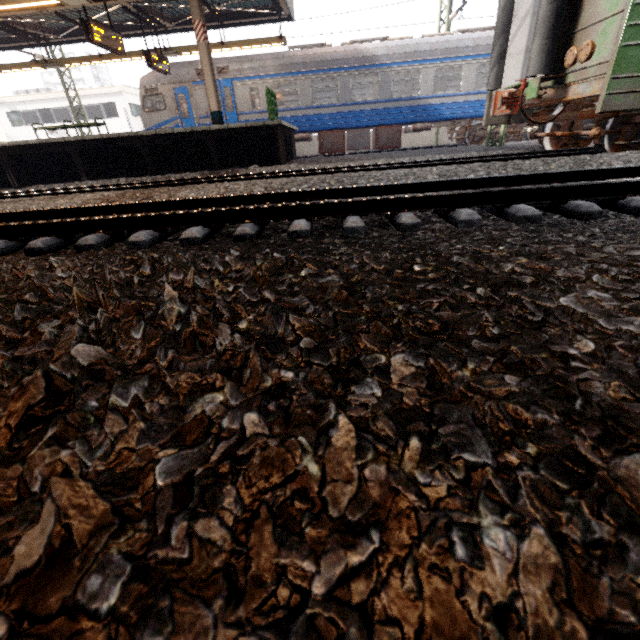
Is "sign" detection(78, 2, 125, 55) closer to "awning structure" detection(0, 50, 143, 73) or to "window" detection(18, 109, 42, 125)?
"awning structure" detection(0, 50, 143, 73)

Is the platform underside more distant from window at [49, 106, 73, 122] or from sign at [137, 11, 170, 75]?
window at [49, 106, 73, 122]

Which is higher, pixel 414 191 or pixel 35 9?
pixel 35 9

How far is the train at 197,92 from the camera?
13.59m

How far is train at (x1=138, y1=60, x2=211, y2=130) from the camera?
13.59m

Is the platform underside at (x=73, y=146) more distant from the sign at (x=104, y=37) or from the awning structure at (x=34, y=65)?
the sign at (x=104, y=37)

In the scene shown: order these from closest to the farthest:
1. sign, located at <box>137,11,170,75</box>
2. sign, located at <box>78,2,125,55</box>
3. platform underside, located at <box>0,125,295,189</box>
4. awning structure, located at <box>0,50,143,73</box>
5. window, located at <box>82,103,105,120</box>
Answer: sign, located at <box>78,2,125,55</box>
platform underside, located at <box>0,125,295,189</box>
sign, located at <box>137,11,170,75</box>
awning structure, located at <box>0,50,143,73</box>
window, located at <box>82,103,105,120</box>

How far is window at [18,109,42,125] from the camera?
28.6 meters
